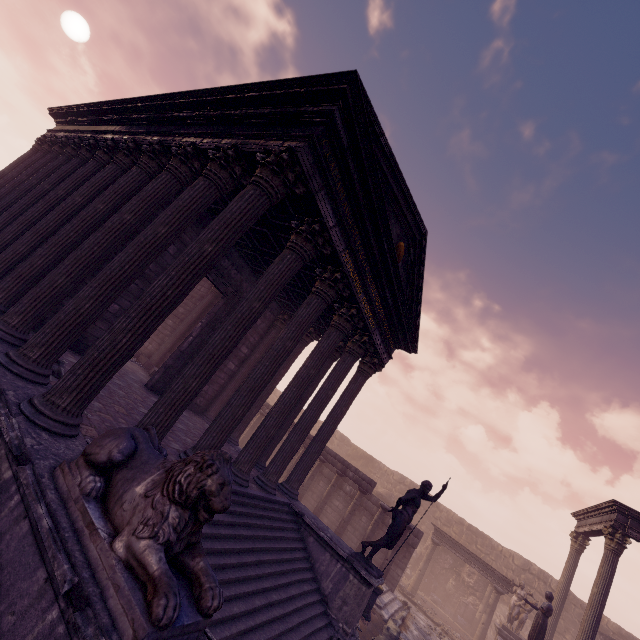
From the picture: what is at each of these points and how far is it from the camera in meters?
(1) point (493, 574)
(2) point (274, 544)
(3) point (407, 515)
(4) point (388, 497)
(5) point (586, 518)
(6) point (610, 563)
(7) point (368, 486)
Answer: (1) entablature, 16.3
(2) building, 6.8
(3) sculpture, 7.9
(4) wall arch, 21.8
(5) entablature, 15.1
(6) column, 11.4
(7) entablature, 13.6

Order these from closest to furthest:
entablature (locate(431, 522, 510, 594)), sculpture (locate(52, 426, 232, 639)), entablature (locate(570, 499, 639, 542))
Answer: sculpture (locate(52, 426, 232, 639))
entablature (locate(570, 499, 639, 542))
entablature (locate(431, 522, 510, 594))

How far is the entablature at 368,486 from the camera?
13.7 meters

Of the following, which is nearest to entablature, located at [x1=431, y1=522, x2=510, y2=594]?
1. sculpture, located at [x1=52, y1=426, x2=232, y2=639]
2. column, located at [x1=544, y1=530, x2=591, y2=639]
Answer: column, located at [x1=544, y1=530, x2=591, y2=639]

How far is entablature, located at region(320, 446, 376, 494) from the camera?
13.7m

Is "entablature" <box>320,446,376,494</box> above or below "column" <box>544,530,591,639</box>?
below

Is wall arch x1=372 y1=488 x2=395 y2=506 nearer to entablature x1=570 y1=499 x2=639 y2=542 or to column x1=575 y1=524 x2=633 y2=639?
entablature x1=570 y1=499 x2=639 y2=542

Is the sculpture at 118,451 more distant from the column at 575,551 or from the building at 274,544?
the column at 575,551
